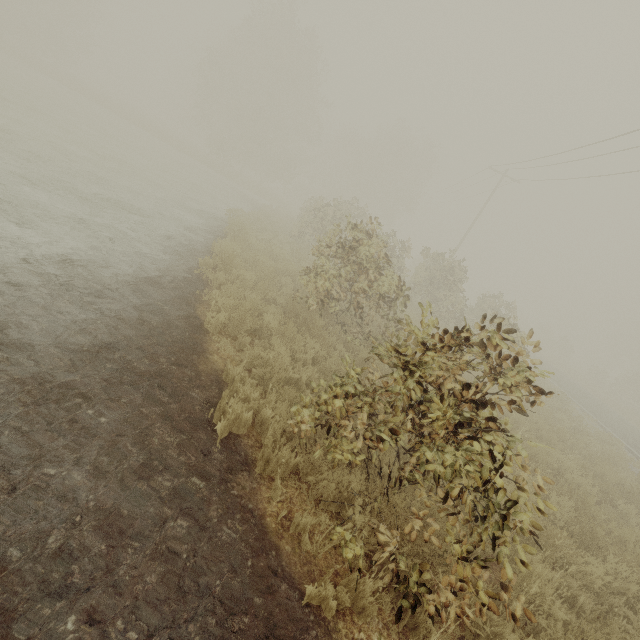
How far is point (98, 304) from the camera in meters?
4.9
